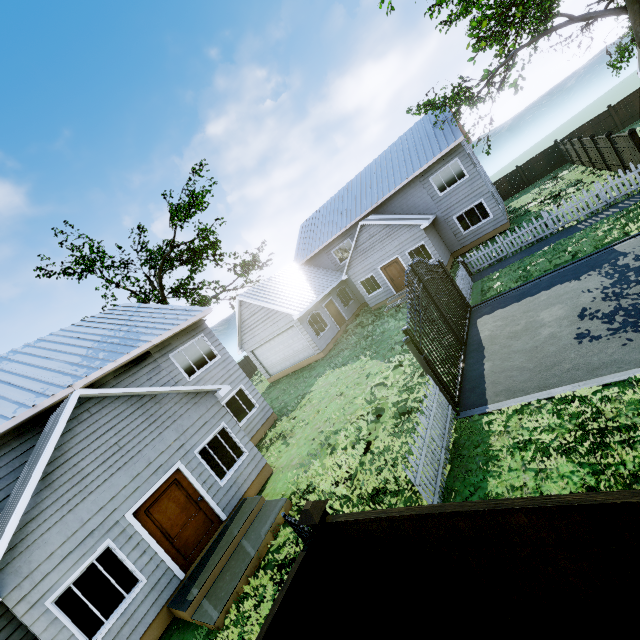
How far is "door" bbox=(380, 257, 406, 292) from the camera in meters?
21.4 m

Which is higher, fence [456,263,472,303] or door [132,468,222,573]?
door [132,468,222,573]

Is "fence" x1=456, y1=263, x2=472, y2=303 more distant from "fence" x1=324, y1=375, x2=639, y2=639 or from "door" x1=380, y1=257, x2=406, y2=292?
"door" x1=380, y1=257, x2=406, y2=292

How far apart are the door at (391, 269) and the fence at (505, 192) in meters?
16.7

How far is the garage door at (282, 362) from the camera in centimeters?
2108cm

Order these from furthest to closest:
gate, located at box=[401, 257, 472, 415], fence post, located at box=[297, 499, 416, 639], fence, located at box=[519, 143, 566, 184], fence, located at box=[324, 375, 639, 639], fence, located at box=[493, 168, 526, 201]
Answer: fence, located at box=[493, 168, 526, 201] → fence, located at box=[519, 143, 566, 184] → gate, located at box=[401, 257, 472, 415] → fence post, located at box=[297, 499, 416, 639] → fence, located at box=[324, 375, 639, 639]

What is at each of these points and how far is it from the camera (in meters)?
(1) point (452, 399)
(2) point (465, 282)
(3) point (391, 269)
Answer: (1) gate, 8.31
(2) fence, 14.91
(3) door, 21.80

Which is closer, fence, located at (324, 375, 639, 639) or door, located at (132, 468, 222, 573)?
fence, located at (324, 375, 639, 639)
